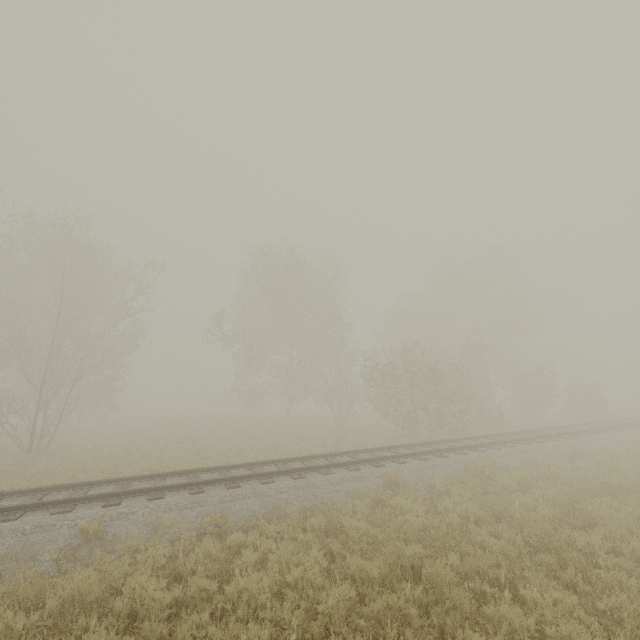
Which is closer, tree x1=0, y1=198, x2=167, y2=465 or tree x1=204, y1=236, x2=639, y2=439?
tree x1=0, y1=198, x2=167, y2=465

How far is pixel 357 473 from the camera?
10.4 meters

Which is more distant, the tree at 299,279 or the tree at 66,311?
the tree at 299,279
